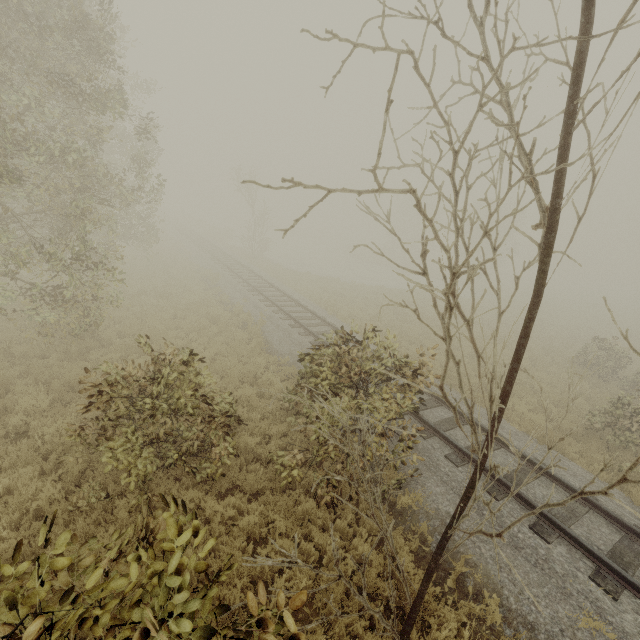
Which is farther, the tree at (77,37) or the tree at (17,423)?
the tree at (17,423)

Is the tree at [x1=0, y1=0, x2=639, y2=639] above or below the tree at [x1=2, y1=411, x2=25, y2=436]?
above

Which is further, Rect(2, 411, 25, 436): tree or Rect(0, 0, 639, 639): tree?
Rect(2, 411, 25, 436): tree

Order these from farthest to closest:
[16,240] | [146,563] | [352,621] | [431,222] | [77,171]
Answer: [77,171], [16,240], [352,621], [146,563], [431,222]

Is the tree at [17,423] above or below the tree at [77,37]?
below
